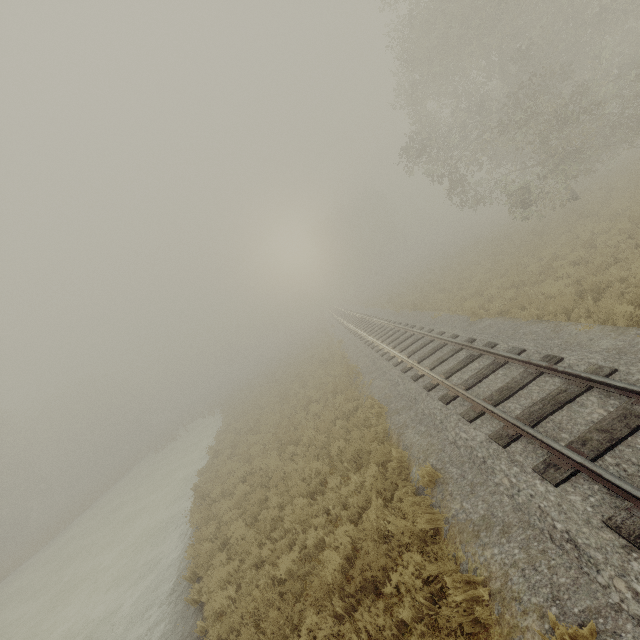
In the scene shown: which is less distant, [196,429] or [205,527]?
[205,527]
